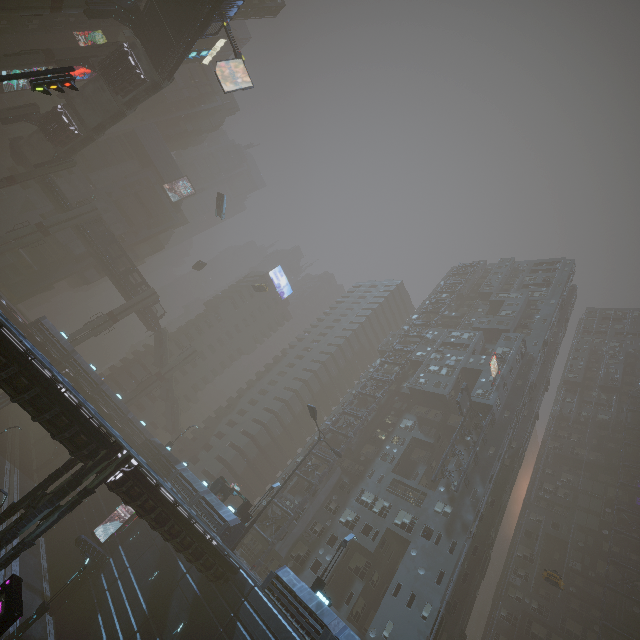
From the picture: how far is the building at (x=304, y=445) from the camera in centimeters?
4728cm

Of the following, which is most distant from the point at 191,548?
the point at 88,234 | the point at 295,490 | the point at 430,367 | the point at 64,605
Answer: the point at 88,234

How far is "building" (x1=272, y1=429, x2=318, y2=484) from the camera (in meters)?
47.28

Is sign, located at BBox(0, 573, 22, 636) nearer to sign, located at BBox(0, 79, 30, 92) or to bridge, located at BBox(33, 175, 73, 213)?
bridge, located at BBox(33, 175, 73, 213)

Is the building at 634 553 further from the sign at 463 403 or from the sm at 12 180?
the sm at 12 180

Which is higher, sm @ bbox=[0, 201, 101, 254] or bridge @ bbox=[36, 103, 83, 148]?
bridge @ bbox=[36, 103, 83, 148]

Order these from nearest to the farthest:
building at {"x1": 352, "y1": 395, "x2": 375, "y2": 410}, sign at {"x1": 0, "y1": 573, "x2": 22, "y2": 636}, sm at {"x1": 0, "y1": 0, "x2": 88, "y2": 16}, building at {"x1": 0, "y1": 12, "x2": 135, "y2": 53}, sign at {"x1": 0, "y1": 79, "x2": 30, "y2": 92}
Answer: sign at {"x1": 0, "y1": 573, "x2": 22, "y2": 636}
sm at {"x1": 0, "y1": 0, "x2": 88, "y2": 16}
building at {"x1": 0, "y1": 12, "x2": 135, "y2": 53}
sign at {"x1": 0, "y1": 79, "x2": 30, "y2": 92}
building at {"x1": 352, "y1": 395, "x2": 375, "y2": 410}
